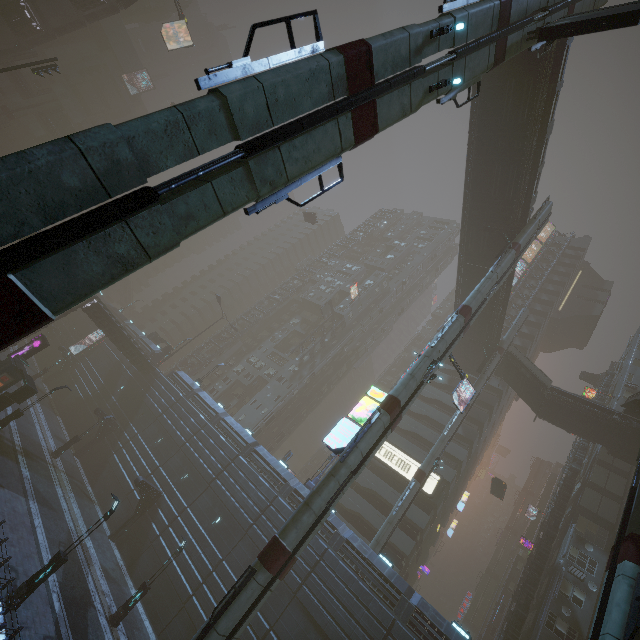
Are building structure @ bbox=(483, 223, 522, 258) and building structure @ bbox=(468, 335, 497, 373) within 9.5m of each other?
no

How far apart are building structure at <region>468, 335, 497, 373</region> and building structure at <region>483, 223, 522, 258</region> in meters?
14.7 m

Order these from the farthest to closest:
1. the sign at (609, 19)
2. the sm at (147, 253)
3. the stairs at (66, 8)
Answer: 1. the stairs at (66, 8)
2. the sign at (609, 19)
3. the sm at (147, 253)

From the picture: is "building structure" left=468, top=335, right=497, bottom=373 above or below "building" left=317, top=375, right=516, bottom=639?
→ above

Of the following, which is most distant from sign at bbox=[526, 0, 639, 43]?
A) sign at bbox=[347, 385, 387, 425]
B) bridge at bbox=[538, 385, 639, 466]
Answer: bridge at bbox=[538, 385, 639, 466]

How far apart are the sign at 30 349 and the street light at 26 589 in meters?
21.6 m

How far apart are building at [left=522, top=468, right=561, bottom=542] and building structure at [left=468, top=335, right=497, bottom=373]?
30.04m

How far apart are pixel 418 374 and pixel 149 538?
27.2m
